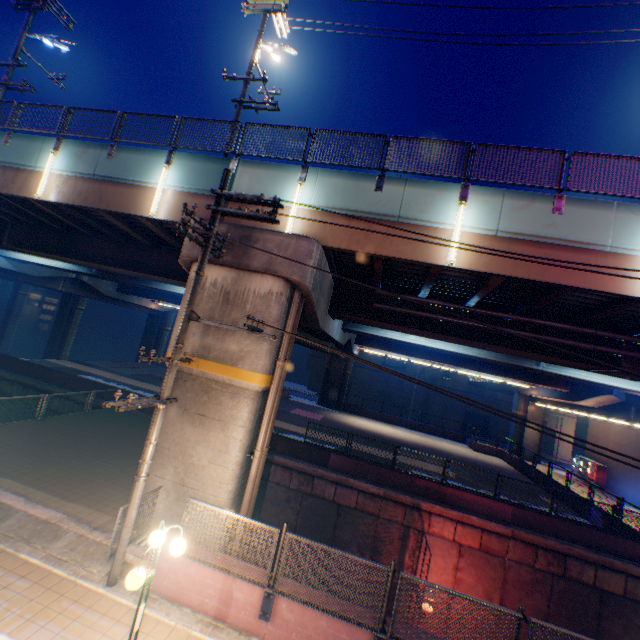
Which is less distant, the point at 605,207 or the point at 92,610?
the point at 92,610

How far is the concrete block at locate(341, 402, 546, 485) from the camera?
26.0 meters

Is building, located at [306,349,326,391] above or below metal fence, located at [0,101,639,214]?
below

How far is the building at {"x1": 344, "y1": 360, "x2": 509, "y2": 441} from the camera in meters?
46.3

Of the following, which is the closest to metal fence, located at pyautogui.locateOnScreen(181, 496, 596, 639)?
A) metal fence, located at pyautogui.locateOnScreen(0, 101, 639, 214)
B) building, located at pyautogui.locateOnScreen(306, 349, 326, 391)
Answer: metal fence, located at pyautogui.locateOnScreen(0, 101, 639, 214)

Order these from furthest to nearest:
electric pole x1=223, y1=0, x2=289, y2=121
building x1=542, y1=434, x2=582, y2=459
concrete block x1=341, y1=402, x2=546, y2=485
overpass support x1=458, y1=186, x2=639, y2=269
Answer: building x1=542, y1=434, x2=582, y2=459 < concrete block x1=341, y1=402, x2=546, y2=485 < electric pole x1=223, y1=0, x2=289, y2=121 < overpass support x1=458, y1=186, x2=639, y2=269

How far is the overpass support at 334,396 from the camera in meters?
23.7 m

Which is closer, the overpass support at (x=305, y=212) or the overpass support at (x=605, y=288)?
the overpass support at (x=605, y=288)
